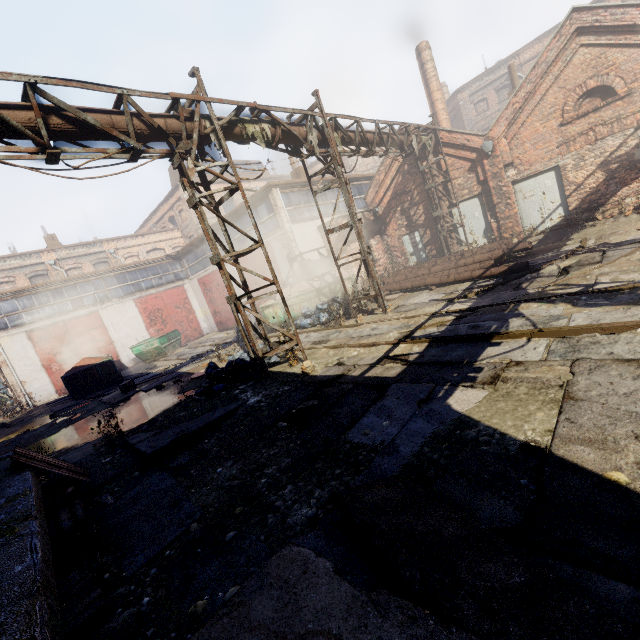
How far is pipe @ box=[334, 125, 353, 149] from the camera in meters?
10.3 m

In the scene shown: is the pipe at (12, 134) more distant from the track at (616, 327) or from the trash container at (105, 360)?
the trash container at (105, 360)

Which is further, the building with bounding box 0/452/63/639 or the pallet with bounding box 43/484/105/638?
the pallet with bounding box 43/484/105/638

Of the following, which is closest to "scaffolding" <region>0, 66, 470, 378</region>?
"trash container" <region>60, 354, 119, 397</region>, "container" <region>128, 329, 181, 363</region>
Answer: "trash container" <region>60, 354, 119, 397</region>

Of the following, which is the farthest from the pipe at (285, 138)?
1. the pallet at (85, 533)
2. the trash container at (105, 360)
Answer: the trash container at (105, 360)

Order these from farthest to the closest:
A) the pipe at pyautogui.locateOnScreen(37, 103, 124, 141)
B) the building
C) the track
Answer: the pipe at pyautogui.locateOnScreen(37, 103, 124, 141) < the track < the building

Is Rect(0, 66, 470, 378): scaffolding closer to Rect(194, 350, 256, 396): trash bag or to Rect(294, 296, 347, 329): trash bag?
Rect(194, 350, 256, 396): trash bag

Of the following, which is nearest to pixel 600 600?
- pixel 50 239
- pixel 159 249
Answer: pixel 50 239
